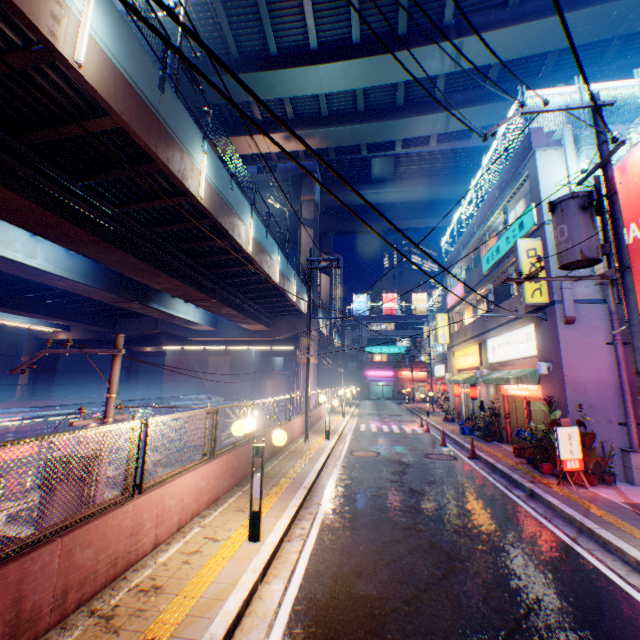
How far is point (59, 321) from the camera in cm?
2861

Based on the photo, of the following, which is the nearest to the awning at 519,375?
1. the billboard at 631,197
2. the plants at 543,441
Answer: the plants at 543,441

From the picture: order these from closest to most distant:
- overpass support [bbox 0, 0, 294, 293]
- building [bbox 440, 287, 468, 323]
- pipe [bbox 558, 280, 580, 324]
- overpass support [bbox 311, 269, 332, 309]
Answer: overpass support [bbox 0, 0, 294, 293], pipe [bbox 558, 280, 580, 324], building [bbox 440, 287, 468, 323], overpass support [bbox 311, 269, 332, 309]

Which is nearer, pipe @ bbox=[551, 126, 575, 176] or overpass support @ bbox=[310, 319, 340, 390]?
pipe @ bbox=[551, 126, 575, 176]

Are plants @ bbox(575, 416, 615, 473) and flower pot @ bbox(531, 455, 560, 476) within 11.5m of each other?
yes

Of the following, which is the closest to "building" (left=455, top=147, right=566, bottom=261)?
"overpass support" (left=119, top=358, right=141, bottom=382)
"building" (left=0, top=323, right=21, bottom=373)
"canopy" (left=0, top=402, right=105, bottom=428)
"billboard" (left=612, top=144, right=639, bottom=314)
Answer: "billboard" (left=612, top=144, right=639, bottom=314)

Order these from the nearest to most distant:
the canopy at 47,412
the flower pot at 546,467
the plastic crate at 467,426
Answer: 1. the flower pot at 546,467
2. the canopy at 47,412
3. the plastic crate at 467,426

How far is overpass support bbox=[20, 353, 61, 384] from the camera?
34.9 meters
